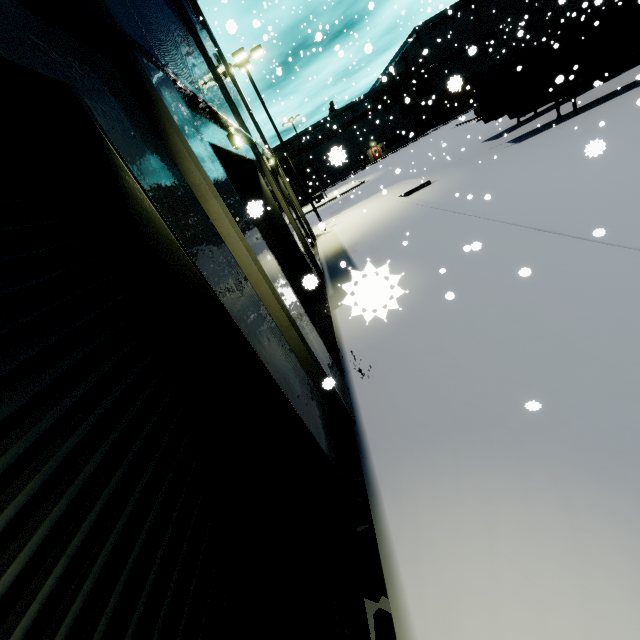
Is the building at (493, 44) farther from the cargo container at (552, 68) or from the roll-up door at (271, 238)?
the cargo container at (552, 68)

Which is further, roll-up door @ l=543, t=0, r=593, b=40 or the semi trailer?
roll-up door @ l=543, t=0, r=593, b=40

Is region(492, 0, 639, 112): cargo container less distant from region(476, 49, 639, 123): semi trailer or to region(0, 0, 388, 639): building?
region(476, 49, 639, 123): semi trailer

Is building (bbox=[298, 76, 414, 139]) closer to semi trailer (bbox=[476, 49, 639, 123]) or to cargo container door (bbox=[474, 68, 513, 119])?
semi trailer (bbox=[476, 49, 639, 123])

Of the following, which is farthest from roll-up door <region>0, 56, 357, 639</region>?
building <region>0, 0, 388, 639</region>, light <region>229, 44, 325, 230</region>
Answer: light <region>229, 44, 325, 230</region>

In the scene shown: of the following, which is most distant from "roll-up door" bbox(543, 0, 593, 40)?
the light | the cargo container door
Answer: the cargo container door

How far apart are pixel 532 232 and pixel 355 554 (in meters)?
7.19

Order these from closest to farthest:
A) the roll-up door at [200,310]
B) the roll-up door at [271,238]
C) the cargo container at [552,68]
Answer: the roll-up door at [200,310]
the roll-up door at [271,238]
the cargo container at [552,68]
